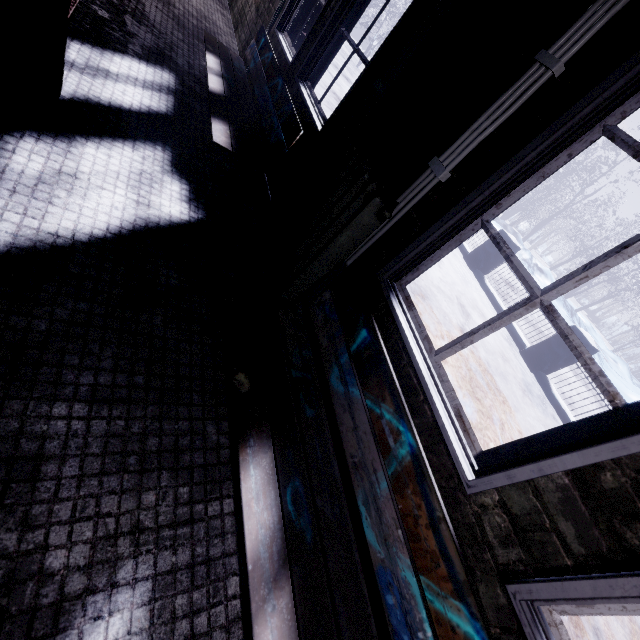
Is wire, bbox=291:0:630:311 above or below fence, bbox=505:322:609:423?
above

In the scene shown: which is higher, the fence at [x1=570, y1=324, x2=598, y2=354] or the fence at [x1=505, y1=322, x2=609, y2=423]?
the fence at [x1=570, y1=324, x2=598, y2=354]

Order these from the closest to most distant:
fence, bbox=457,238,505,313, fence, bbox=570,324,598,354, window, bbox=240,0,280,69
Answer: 1. window, bbox=240,0,280,69
2. fence, bbox=570,324,598,354
3. fence, bbox=457,238,505,313

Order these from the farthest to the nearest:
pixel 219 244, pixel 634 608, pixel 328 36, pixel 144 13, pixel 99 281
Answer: pixel 144 13, pixel 328 36, pixel 219 244, pixel 99 281, pixel 634 608

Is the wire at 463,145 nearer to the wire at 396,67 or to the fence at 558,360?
the wire at 396,67

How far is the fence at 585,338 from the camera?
4.9m

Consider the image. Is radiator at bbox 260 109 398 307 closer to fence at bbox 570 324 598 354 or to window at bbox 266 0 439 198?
window at bbox 266 0 439 198

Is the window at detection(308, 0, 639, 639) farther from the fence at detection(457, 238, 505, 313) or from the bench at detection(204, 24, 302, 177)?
the fence at detection(457, 238, 505, 313)
